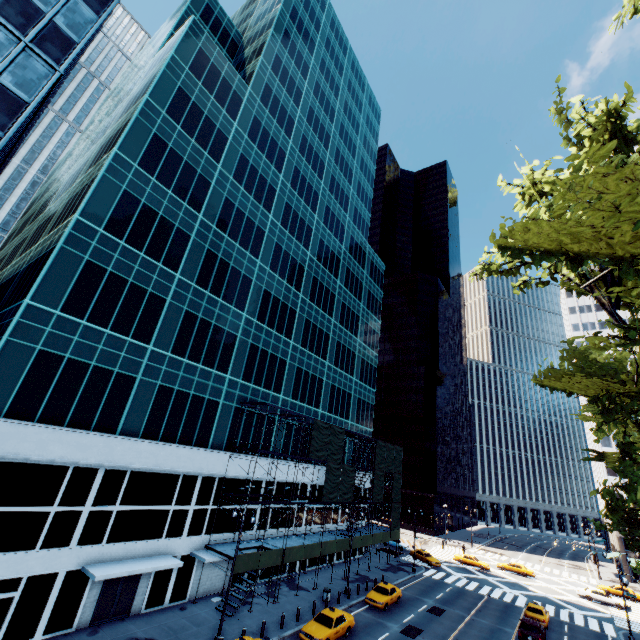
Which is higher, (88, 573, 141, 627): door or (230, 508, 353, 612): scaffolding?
(230, 508, 353, 612): scaffolding

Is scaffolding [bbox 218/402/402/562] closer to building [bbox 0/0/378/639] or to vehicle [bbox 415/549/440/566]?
building [bbox 0/0/378/639]

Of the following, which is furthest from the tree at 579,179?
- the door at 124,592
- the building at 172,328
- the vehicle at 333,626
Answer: the door at 124,592

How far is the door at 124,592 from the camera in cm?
2052

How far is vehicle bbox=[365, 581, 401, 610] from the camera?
29.5m

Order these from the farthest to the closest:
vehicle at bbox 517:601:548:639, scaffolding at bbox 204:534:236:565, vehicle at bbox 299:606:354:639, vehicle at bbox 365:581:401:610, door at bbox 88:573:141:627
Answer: vehicle at bbox 365:581:401:610 < vehicle at bbox 517:601:548:639 < scaffolding at bbox 204:534:236:565 < vehicle at bbox 299:606:354:639 < door at bbox 88:573:141:627

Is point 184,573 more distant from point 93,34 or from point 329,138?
point 329,138

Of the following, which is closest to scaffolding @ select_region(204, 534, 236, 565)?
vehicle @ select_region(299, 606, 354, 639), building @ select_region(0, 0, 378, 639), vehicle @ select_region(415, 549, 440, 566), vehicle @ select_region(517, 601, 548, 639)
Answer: building @ select_region(0, 0, 378, 639)
